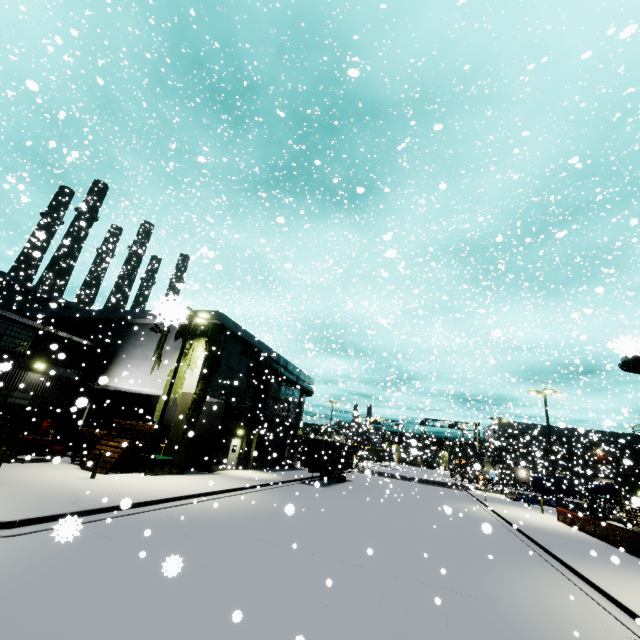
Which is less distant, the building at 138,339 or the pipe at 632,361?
the pipe at 632,361

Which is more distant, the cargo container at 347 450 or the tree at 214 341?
the cargo container at 347 450

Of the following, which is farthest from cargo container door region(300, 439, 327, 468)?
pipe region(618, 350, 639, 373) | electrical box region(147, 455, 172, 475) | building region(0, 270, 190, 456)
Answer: electrical box region(147, 455, 172, 475)

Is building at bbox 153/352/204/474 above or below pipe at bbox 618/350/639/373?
below

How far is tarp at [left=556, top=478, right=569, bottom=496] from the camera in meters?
36.7 m

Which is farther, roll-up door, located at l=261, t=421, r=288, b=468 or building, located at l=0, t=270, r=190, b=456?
roll-up door, located at l=261, t=421, r=288, b=468

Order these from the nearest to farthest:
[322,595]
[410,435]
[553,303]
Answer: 1. [322,595]
2. [553,303]
3. [410,435]
